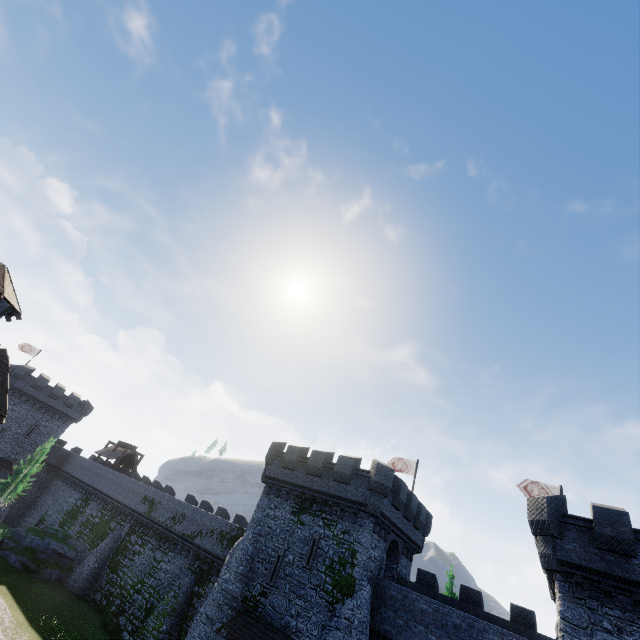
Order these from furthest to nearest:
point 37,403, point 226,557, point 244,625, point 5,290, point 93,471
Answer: point 37,403 → point 93,471 → point 226,557 → point 5,290 → point 244,625

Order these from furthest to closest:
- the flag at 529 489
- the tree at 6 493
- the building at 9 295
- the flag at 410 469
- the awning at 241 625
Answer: the tree at 6 493 → the flag at 410 469 → the flag at 529 489 → the building at 9 295 → the awning at 241 625

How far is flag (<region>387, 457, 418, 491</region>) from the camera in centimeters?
3060cm

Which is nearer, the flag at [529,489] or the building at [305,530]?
the building at [305,530]

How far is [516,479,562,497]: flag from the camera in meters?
24.8 m

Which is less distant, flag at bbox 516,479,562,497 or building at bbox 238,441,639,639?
building at bbox 238,441,639,639

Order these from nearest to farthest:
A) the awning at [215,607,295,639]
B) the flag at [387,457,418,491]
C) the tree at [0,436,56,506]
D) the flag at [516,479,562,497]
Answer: the awning at [215,607,295,639]
the flag at [516,479,562,497]
the flag at [387,457,418,491]
the tree at [0,436,56,506]

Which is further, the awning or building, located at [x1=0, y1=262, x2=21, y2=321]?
building, located at [x1=0, y1=262, x2=21, y2=321]
